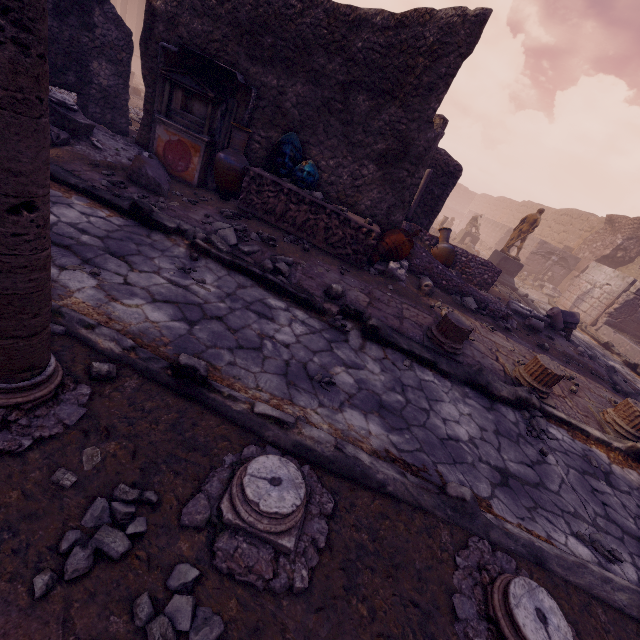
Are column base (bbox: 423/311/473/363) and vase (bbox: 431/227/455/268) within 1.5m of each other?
no

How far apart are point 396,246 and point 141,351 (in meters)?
5.30

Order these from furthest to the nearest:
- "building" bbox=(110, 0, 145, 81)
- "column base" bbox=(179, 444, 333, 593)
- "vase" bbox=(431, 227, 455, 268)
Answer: "building" bbox=(110, 0, 145, 81) < "vase" bbox=(431, 227, 455, 268) < "column base" bbox=(179, 444, 333, 593)

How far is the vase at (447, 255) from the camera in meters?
9.1

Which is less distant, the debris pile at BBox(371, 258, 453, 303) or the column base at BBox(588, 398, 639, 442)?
the column base at BBox(588, 398, 639, 442)

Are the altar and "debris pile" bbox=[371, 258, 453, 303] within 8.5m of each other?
yes

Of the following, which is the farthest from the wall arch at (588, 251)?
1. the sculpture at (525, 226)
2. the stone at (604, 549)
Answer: the stone at (604, 549)

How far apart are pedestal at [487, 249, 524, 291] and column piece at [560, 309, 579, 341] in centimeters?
451cm
